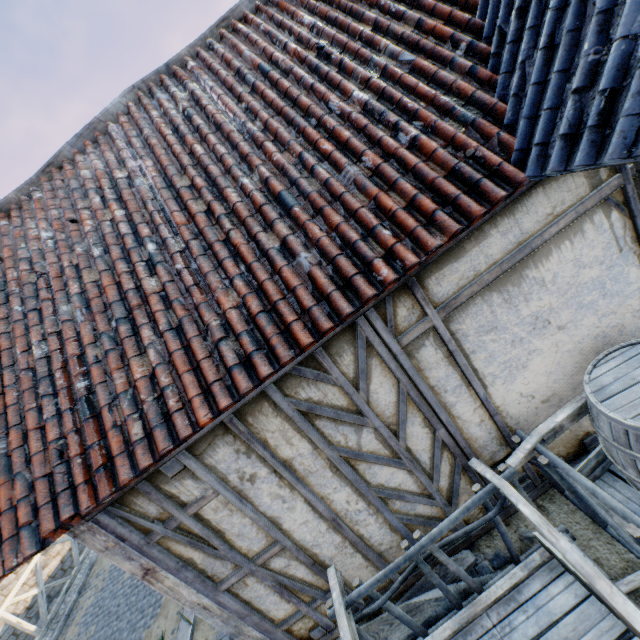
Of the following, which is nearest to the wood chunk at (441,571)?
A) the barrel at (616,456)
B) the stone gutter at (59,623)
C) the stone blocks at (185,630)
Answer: the stone blocks at (185,630)

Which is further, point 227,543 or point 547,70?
point 227,543

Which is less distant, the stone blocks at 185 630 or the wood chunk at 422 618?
the wood chunk at 422 618

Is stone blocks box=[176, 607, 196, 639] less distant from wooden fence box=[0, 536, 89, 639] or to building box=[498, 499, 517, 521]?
wooden fence box=[0, 536, 89, 639]

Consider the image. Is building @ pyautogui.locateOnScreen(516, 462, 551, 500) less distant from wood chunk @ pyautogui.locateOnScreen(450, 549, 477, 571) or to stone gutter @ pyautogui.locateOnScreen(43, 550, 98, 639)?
wood chunk @ pyautogui.locateOnScreen(450, 549, 477, 571)

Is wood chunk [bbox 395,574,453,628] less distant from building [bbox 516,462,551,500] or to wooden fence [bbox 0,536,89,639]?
building [bbox 516,462,551,500]

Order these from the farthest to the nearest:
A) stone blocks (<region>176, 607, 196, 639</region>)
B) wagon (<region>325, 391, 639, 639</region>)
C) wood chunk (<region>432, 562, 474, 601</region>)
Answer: stone blocks (<region>176, 607, 196, 639</region>) < wood chunk (<region>432, 562, 474, 601</region>) < wagon (<region>325, 391, 639, 639</region>)
